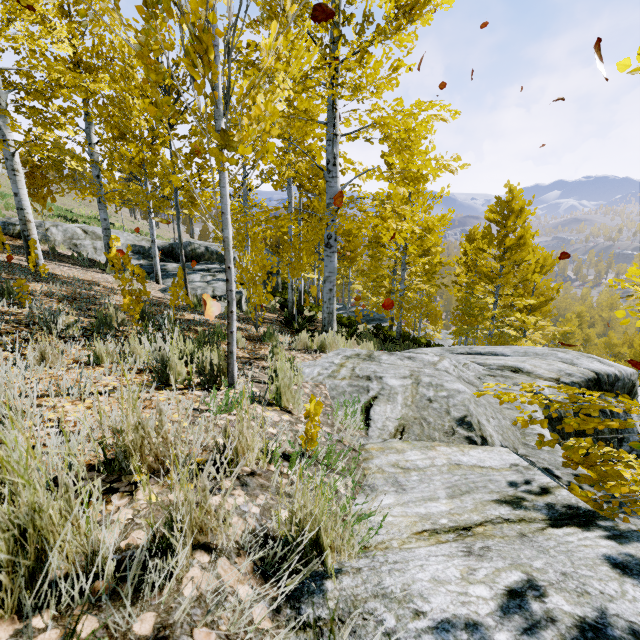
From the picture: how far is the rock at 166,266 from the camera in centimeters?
1211cm

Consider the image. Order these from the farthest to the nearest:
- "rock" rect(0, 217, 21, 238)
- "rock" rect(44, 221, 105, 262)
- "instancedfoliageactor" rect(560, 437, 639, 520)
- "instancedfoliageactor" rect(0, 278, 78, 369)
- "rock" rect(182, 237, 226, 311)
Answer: "rock" rect(44, 221, 105, 262) < "rock" rect(0, 217, 21, 238) < "rock" rect(182, 237, 226, 311) < "instancedfoliageactor" rect(0, 278, 78, 369) < "instancedfoliageactor" rect(560, 437, 639, 520)

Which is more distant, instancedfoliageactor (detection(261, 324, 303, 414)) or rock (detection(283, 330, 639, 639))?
instancedfoliageactor (detection(261, 324, 303, 414))

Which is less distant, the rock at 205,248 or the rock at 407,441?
the rock at 407,441

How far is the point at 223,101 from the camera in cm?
793

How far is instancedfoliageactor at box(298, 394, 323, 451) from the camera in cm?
185

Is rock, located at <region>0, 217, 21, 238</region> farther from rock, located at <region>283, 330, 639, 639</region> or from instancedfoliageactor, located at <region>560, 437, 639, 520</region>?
rock, located at <region>283, 330, 639, 639</region>

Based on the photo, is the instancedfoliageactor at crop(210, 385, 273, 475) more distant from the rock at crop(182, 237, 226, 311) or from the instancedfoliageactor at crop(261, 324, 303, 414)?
the instancedfoliageactor at crop(261, 324, 303, 414)
